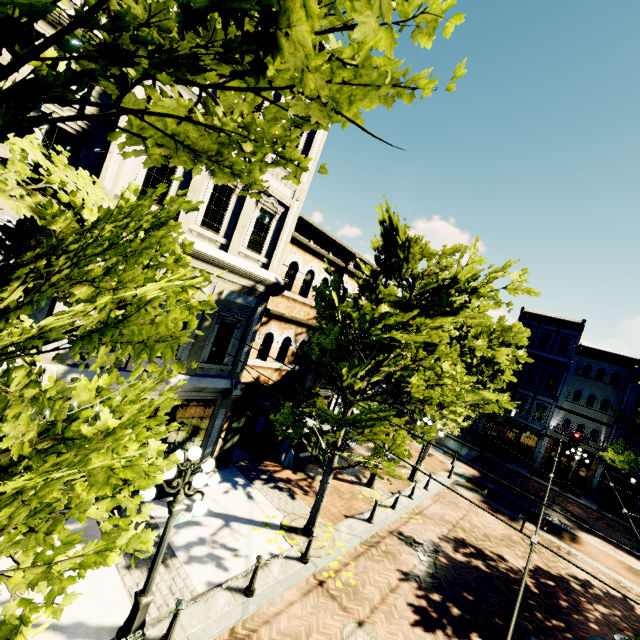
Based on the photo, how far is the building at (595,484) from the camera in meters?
26.5

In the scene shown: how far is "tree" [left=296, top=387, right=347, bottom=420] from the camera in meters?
8.8

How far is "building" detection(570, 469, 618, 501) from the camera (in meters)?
26.55

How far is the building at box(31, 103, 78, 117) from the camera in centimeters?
612cm

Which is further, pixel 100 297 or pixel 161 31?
pixel 100 297

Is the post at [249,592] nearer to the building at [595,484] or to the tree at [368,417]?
the tree at [368,417]
